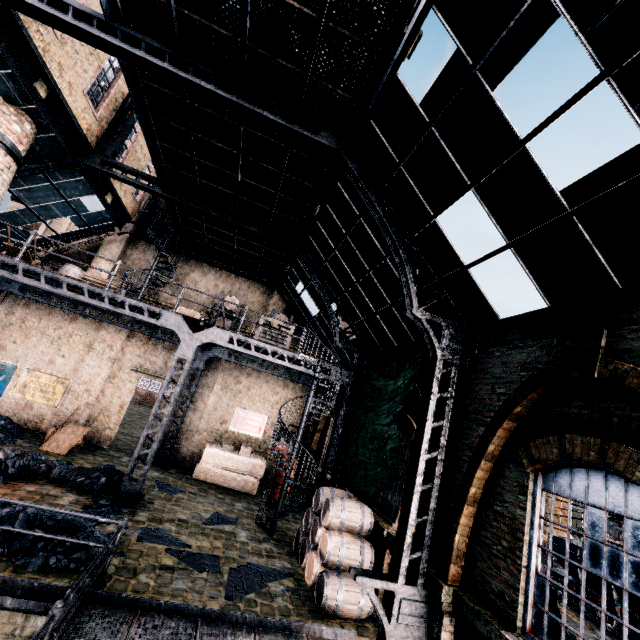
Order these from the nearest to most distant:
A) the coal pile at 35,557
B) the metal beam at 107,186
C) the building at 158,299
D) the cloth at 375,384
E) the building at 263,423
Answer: the coal pile at 35,557 → the cloth at 375,384 → the metal beam at 107,186 → the building at 263,423 → the building at 158,299

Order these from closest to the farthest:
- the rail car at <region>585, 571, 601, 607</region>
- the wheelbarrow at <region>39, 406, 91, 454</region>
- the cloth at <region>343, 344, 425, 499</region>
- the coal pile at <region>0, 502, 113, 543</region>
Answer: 1. the coal pile at <region>0, 502, 113, 543</region>
2. the cloth at <region>343, 344, 425, 499</region>
3. the wheelbarrow at <region>39, 406, 91, 454</region>
4. the rail car at <region>585, 571, 601, 607</region>

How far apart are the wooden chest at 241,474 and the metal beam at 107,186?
12.81m

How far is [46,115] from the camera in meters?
10.4 m

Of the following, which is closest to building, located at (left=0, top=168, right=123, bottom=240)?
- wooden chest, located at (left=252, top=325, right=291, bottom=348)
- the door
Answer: the door

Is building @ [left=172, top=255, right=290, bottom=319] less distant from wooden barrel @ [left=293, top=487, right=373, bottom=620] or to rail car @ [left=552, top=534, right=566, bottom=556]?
wooden barrel @ [left=293, top=487, right=373, bottom=620]

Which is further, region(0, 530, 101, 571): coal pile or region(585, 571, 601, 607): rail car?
region(585, 571, 601, 607): rail car

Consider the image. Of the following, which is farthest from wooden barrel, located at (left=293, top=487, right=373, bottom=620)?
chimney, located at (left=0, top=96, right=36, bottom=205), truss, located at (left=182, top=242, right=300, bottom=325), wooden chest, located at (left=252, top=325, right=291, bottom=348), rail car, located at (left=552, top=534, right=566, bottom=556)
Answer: rail car, located at (left=552, top=534, right=566, bottom=556)
